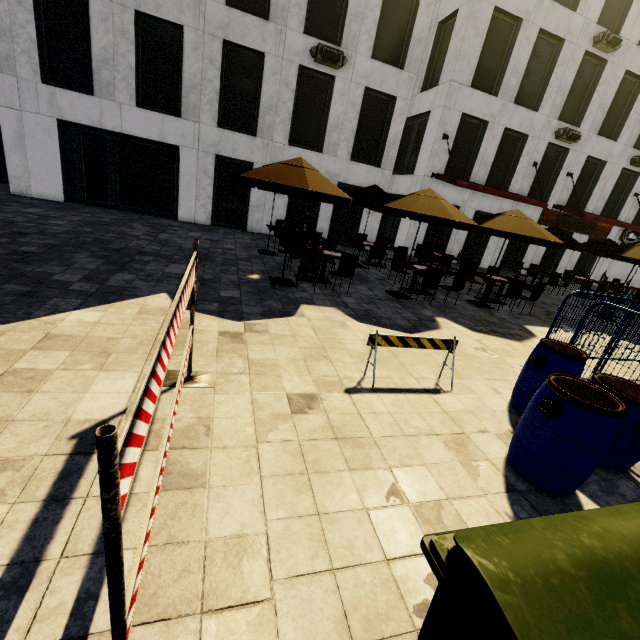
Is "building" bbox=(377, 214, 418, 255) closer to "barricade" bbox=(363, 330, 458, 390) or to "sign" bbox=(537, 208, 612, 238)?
"sign" bbox=(537, 208, 612, 238)

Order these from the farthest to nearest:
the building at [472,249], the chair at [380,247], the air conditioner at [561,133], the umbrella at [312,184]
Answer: the building at [472,249] < the air conditioner at [561,133] < the chair at [380,247] < the umbrella at [312,184]

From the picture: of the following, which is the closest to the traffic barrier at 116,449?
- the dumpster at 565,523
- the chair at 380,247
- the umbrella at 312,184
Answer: the dumpster at 565,523

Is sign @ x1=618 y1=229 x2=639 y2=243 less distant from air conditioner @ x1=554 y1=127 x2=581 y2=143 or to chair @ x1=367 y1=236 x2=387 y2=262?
air conditioner @ x1=554 y1=127 x2=581 y2=143

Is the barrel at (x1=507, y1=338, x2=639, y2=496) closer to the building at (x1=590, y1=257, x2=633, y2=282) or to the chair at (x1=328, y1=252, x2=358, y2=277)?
the chair at (x1=328, y1=252, x2=358, y2=277)

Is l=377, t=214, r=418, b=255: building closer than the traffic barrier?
No

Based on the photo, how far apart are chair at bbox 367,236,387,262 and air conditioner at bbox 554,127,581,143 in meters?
12.8

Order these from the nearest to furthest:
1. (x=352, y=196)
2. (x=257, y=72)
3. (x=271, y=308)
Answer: (x=271, y=308)
(x=352, y=196)
(x=257, y=72)
